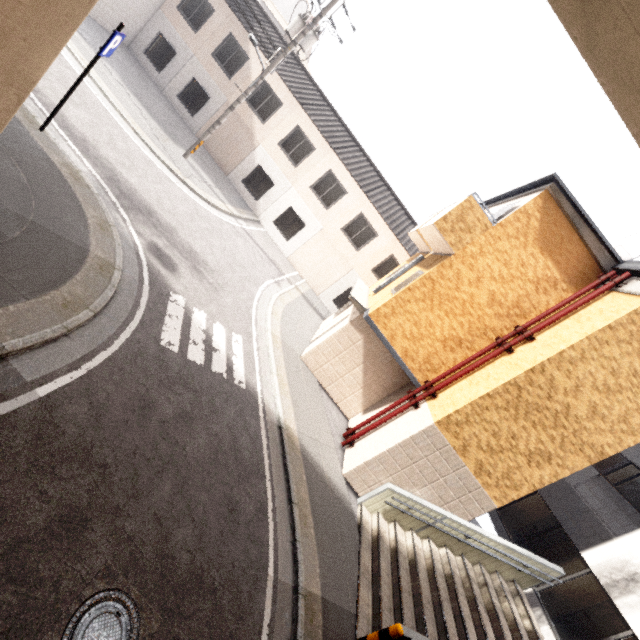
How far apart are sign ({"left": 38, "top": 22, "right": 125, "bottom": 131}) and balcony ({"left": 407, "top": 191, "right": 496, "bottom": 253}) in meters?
8.4

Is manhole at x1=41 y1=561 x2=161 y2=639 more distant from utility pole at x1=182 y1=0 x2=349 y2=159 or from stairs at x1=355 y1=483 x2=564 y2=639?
utility pole at x1=182 y1=0 x2=349 y2=159

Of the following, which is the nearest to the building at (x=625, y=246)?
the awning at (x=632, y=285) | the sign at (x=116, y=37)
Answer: the awning at (x=632, y=285)

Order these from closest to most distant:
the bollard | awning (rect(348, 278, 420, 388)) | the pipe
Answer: the bollard < the pipe < awning (rect(348, 278, 420, 388))

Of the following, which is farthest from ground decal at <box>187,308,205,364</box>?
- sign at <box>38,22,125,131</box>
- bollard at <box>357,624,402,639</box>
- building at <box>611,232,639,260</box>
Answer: building at <box>611,232,639,260</box>

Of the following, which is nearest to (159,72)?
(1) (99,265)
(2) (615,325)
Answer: (1) (99,265)

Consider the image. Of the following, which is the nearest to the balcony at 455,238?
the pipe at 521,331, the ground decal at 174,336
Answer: the pipe at 521,331

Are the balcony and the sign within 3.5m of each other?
no
